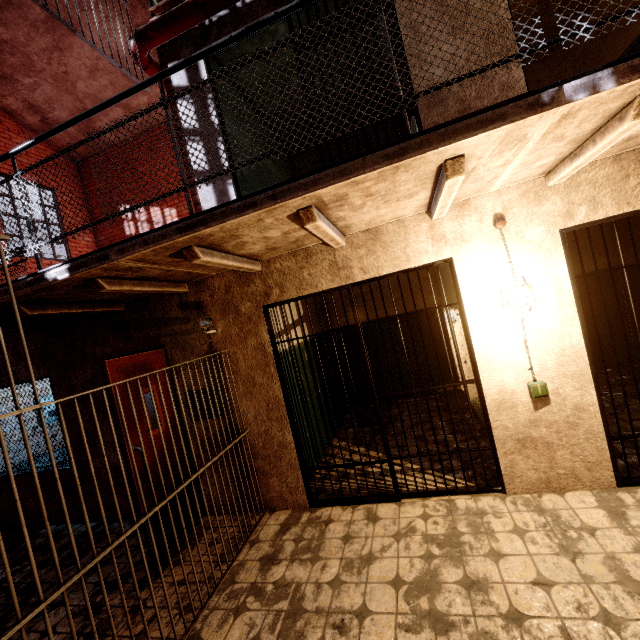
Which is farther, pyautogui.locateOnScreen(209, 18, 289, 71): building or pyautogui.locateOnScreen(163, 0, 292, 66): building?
pyautogui.locateOnScreen(209, 18, 289, 71): building

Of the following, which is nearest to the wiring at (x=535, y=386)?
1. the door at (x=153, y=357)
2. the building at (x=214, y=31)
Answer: the building at (x=214, y=31)

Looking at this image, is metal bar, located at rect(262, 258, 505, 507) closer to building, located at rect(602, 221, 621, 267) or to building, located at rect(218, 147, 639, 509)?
building, located at rect(218, 147, 639, 509)

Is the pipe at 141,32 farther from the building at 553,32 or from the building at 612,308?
the building at 612,308

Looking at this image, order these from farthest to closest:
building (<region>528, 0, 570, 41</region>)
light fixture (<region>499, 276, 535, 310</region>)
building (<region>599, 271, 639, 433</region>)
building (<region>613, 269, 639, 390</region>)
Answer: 1. building (<region>613, 269, 639, 390</region>)
2. building (<region>528, 0, 570, 41</region>)
3. building (<region>599, 271, 639, 433</region>)
4. light fixture (<region>499, 276, 535, 310</region>)

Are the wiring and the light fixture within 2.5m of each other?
yes

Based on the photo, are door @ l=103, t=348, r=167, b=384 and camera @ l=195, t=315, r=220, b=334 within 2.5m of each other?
yes

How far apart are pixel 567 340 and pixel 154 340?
4.5m
